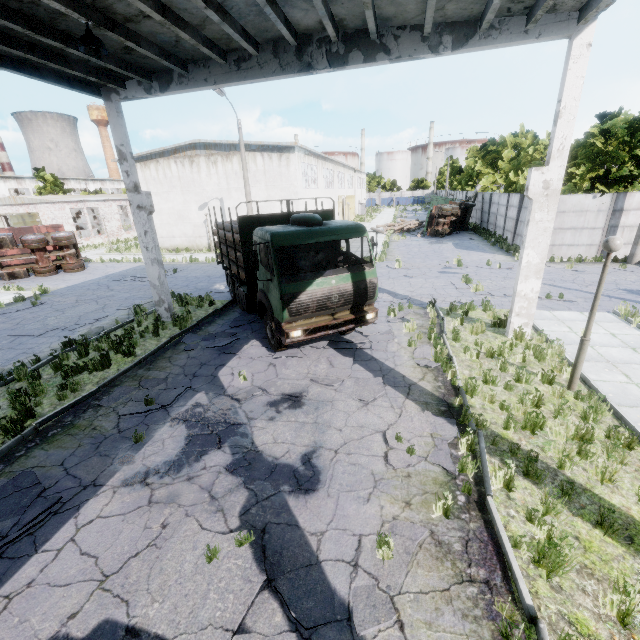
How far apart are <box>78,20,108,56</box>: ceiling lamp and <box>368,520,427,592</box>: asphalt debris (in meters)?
10.23

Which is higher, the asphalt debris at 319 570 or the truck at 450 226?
the truck at 450 226

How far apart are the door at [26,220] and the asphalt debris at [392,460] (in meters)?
42.69

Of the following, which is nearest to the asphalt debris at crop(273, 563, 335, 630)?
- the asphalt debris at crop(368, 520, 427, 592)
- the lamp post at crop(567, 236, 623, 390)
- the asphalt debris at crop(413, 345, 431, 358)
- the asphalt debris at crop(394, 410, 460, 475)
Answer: the asphalt debris at crop(368, 520, 427, 592)

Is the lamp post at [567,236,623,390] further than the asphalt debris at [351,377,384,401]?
No

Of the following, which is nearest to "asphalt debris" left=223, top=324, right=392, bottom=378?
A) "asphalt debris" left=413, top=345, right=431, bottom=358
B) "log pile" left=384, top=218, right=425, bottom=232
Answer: "asphalt debris" left=413, top=345, right=431, bottom=358

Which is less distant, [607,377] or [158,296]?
[607,377]

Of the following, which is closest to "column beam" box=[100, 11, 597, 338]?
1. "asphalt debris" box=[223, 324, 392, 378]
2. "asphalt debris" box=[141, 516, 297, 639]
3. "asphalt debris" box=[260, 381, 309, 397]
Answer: "asphalt debris" box=[223, 324, 392, 378]
